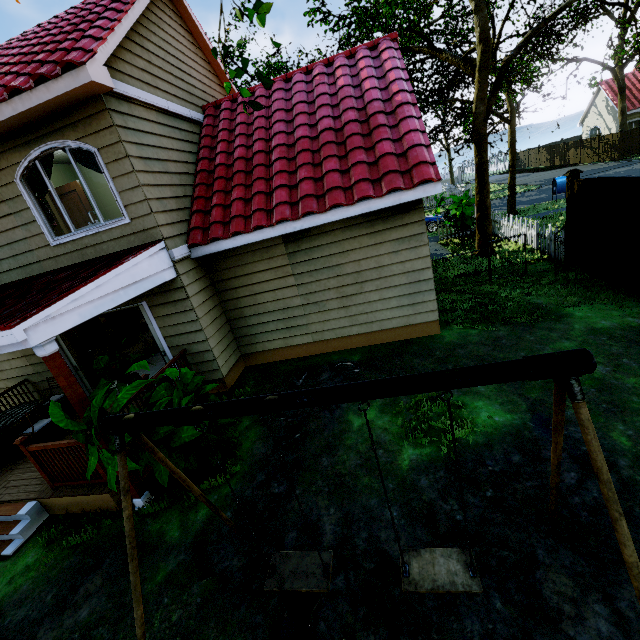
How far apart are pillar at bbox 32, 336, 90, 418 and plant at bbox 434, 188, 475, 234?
14.5 meters

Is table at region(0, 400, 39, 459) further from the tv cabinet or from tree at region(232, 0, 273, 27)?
the tv cabinet

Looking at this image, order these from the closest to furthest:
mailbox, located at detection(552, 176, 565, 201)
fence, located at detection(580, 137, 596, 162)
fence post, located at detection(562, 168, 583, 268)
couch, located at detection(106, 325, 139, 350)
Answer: fence post, located at detection(562, 168, 583, 268) < couch, located at detection(106, 325, 139, 350) < mailbox, located at detection(552, 176, 565, 201) < fence, located at detection(580, 137, 596, 162)

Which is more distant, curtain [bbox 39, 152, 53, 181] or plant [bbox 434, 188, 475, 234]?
plant [bbox 434, 188, 475, 234]

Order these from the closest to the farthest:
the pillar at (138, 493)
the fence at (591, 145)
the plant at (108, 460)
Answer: the plant at (108, 460) → the pillar at (138, 493) → the fence at (591, 145)

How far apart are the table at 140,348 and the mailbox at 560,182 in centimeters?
2142cm

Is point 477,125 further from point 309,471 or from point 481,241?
point 309,471

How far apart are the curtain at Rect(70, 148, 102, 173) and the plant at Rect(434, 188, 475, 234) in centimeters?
1247cm
